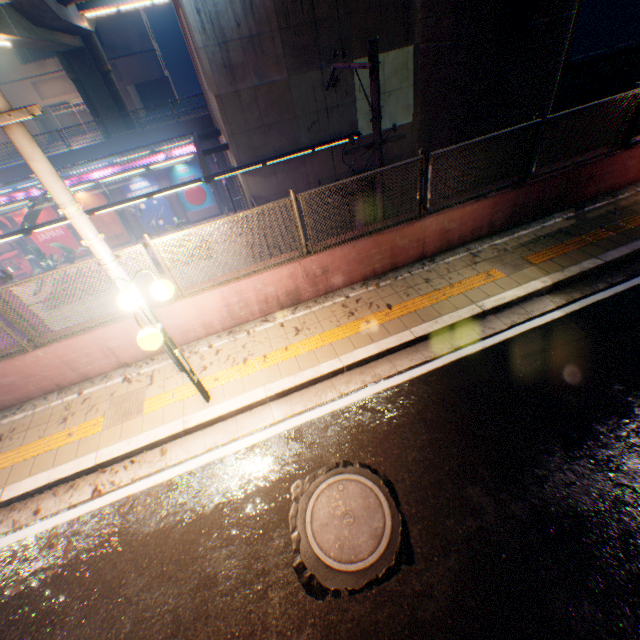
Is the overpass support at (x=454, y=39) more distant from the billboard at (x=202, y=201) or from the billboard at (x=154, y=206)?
the billboard at (x=202, y=201)

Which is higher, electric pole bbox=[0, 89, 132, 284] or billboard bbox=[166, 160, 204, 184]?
electric pole bbox=[0, 89, 132, 284]

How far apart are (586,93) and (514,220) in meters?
22.8

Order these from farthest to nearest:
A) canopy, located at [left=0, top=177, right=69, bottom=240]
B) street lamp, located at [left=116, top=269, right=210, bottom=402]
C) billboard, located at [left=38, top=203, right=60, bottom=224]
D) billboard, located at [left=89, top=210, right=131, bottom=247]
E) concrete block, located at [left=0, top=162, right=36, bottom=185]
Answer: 1. billboard, located at [left=89, top=210, right=131, bottom=247]
2. billboard, located at [left=38, top=203, right=60, bottom=224]
3. concrete block, located at [left=0, top=162, right=36, bottom=185]
4. canopy, located at [left=0, top=177, right=69, bottom=240]
5. street lamp, located at [left=116, top=269, right=210, bottom=402]

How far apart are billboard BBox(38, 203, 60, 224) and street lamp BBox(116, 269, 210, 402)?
26.36m

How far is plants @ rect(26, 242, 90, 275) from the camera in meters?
19.5

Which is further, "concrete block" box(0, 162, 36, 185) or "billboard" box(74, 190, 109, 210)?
"billboard" box(74, 190, 109, 210)

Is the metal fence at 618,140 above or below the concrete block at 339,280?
above
